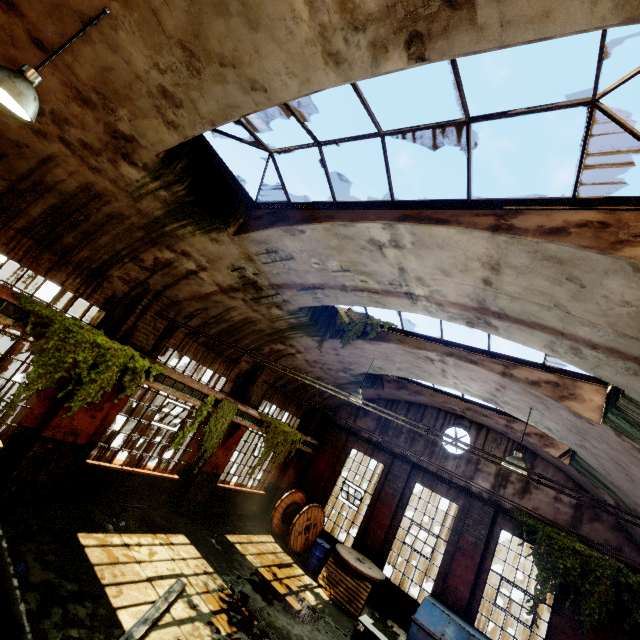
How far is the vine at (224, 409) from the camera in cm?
1020

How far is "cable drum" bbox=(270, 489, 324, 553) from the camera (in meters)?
12.48

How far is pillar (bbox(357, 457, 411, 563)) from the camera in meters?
12.5 m

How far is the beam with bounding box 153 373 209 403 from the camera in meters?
8.8

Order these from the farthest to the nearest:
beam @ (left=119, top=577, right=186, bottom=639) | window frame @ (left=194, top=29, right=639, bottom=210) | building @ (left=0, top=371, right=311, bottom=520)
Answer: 1. building @ (left=0, top=371, right=311, bottom=520)
2. beam @ (left=119, top=577, right=186, bottom=639)
3. window frame @ (left=194, top=29, right=639, bottom=210)

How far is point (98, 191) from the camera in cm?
631

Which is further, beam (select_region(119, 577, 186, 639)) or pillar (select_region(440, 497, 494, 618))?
pillar (select_region(440, 497, 494, 618))

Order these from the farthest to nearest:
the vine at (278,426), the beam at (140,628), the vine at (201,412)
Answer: the vine at (278,426) < the vine at (201,412) < the beam at (140,628)
